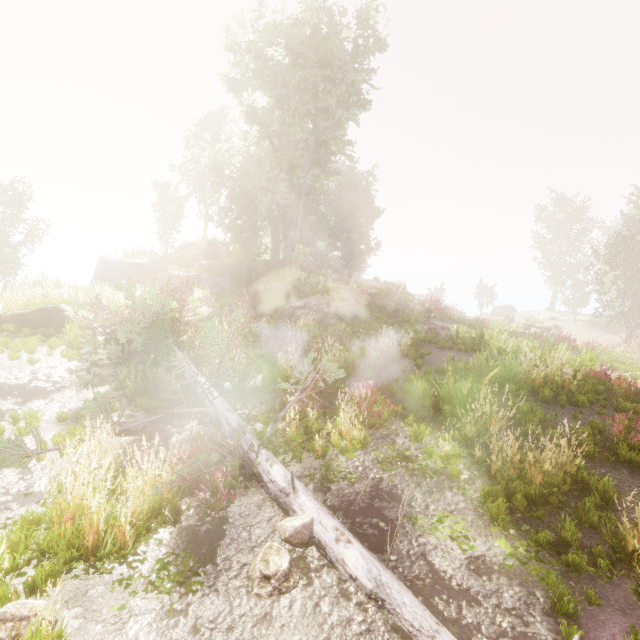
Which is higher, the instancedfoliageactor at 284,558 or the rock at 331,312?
the rock at 331,312

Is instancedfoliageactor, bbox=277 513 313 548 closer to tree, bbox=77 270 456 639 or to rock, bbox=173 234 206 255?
rock, bbox=173 234 206 255

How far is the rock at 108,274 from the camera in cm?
2640

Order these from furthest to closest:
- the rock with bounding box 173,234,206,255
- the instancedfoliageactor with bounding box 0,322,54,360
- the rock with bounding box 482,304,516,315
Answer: the rock with bounding box 482,304,516,315
the rock with bounding box 173,234,206,255
the instancedfoliageactor with bounding box 0,322,54,360

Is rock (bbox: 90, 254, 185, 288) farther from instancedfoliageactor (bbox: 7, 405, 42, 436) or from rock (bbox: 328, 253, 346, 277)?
instancedfoliageactor (bbox: 7, 405, 42, 436)

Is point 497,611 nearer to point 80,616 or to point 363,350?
point 80,616

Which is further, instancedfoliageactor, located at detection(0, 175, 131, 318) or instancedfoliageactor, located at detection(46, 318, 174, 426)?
instancedfoliageactor, located at detection(0, 175, 131, 318)
